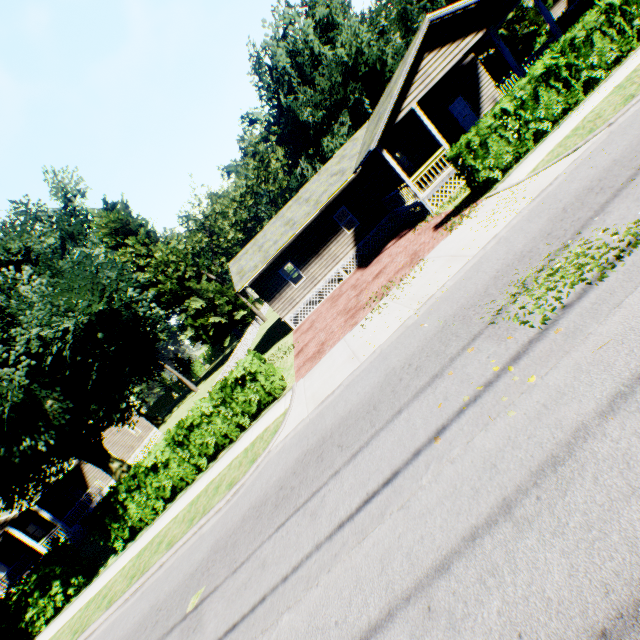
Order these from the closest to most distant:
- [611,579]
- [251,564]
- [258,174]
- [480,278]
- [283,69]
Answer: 1. [611,579]
2. [251,564]
3. [480,278]
4. [283,69]
5. [258,174]

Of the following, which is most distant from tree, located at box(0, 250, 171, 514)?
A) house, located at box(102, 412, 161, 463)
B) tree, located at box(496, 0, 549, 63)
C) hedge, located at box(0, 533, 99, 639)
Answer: tree, located at box(496, 0, 549, 63)

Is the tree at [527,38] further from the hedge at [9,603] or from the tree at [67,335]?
the hedge at [9,603]

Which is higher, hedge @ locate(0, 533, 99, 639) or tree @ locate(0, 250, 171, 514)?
tree @ locate(0, 250, 171, 514)

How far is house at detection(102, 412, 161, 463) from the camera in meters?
31.9

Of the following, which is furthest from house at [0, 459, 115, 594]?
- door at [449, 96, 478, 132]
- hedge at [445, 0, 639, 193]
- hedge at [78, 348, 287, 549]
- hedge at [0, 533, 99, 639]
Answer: door at [449, 96, 478, 132]

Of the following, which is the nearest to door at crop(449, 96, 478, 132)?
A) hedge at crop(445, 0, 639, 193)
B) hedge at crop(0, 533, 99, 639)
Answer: hedge at crop(445, 0, 639, 193)

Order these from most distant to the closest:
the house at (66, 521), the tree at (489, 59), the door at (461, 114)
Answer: the house at (66, 521) → the tree at (489, 59) → the door at (461, 114)
